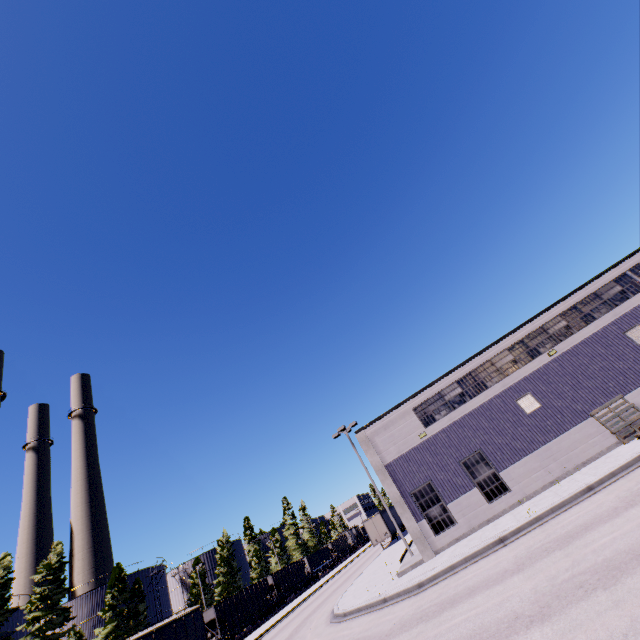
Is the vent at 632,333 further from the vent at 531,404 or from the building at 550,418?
the vent at 531,404

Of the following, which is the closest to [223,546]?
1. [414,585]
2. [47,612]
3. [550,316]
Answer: [47,612]

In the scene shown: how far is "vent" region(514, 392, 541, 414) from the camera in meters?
18.9 m

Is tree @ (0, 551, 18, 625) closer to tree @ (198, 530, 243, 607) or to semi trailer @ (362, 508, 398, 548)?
tree @ (198, 530, 243, 607)

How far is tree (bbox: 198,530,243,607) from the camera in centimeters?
5181cm

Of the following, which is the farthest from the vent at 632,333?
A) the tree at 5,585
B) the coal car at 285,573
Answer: the tree at 5,585

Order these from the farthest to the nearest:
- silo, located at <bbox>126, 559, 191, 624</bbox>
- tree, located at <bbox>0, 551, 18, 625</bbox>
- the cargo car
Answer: silo, located at <bbox>126, 559, 191, 624</bbox>
the cargo car
tree, located at <bbox>0, 551, 18, 625</bbox>

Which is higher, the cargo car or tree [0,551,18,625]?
tree [0,551,18,625]
